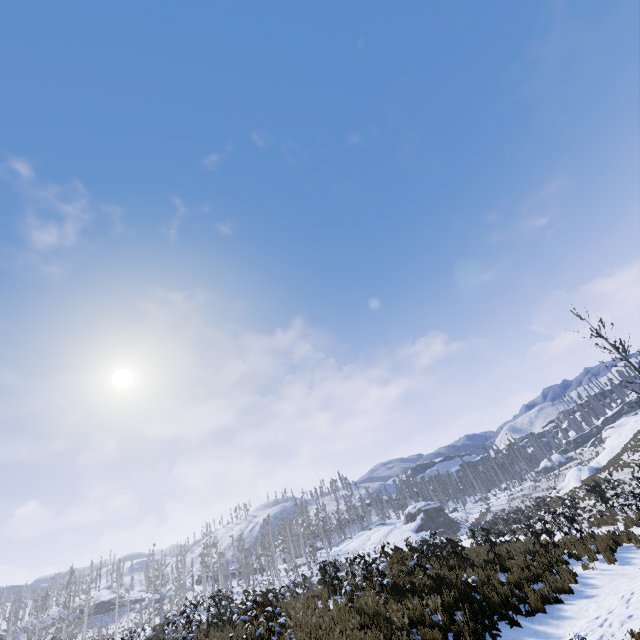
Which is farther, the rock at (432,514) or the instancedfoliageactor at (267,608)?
the rock at (432,514)

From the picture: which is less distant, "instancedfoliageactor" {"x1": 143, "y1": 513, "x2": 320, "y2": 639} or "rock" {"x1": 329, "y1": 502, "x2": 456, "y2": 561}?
"instancedfoliageactor" {"x1": 143, "y1": 513, "x2": 320, "y2": 639}

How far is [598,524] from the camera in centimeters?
1622cm

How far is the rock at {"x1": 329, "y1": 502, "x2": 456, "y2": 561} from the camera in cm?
4484

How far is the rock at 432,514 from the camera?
44.8 meters
